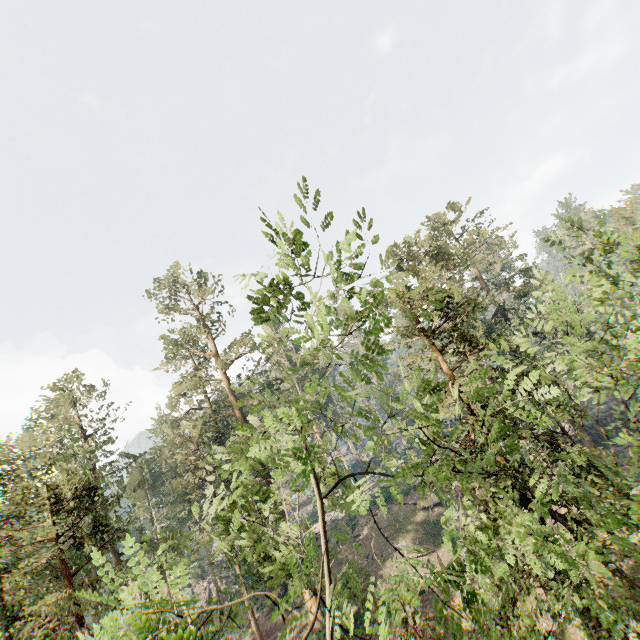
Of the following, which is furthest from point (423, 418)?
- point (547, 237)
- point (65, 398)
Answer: point (65, 398)
